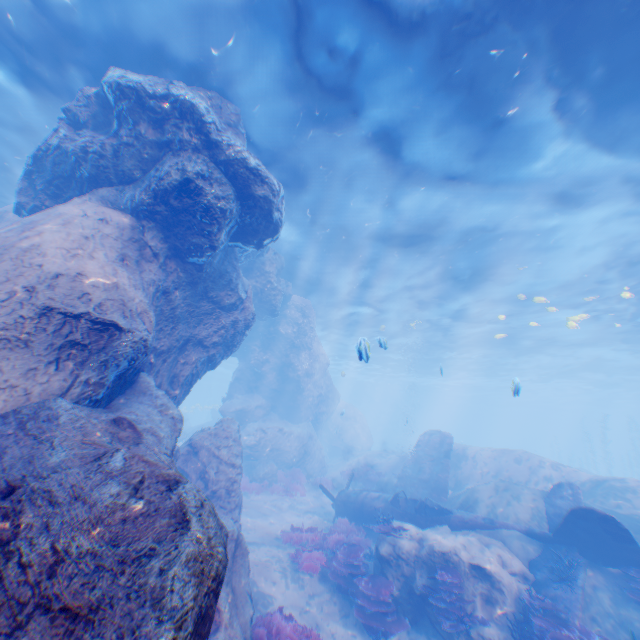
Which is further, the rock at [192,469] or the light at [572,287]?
the light at [572,287]

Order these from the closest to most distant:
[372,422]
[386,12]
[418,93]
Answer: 1. [386,12]
2. [418,93]
3. [372,422]

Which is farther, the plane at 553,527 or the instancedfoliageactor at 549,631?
the plane at 553,527

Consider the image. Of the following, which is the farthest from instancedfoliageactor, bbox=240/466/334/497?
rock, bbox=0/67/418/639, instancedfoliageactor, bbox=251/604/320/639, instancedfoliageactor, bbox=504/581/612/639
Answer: instancedfoliageactor, bbox=504/581/612/639

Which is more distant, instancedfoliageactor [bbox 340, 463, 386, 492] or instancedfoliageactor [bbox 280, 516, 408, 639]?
instancedfoliageactor [bbox 340, 463, 386, 492]

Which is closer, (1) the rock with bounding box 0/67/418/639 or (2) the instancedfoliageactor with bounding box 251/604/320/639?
(1) the rock with bounding box 0/67/418/639

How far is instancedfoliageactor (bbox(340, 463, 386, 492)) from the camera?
19.6 meters

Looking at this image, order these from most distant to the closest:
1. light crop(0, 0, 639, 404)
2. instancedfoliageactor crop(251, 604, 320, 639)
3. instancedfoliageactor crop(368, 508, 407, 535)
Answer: instancedfoliageactor crop(368, 508, 407, 535) → light crop(0, 0, 639, 404) → instancedfoliageactor crop(251, 604, 320, 639)
